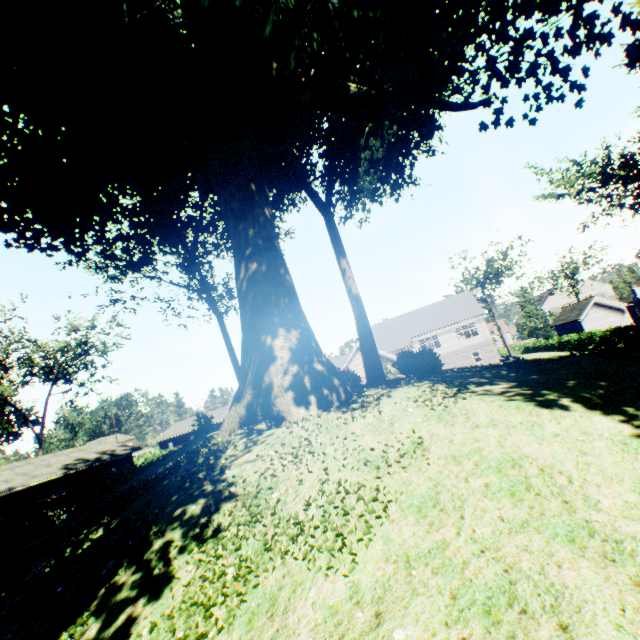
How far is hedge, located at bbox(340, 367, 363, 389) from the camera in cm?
1247

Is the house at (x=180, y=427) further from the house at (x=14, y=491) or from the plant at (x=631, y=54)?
the plant at (x=631, y=54)

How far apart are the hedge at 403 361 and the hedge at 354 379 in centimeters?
273cm

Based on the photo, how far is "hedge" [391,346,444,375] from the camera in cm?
1374

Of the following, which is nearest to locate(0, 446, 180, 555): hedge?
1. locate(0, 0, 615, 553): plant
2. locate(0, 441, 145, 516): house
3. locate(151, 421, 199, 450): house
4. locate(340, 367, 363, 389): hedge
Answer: locate(0, 0, 615, 553): plant

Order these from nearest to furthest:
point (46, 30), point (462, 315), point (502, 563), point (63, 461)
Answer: point (502, 563), point (46, 30), point (63, 461), point (462, 315)

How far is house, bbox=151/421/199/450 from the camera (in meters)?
56.09

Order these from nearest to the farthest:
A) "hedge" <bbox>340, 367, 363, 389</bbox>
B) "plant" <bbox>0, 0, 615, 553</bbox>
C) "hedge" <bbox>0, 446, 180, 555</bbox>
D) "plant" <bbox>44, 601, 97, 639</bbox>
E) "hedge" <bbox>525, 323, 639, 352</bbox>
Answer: "plant" <bbox>44, 601, 97, 639</bbox>, "plant" <bbox>0, 0, 615, 553</bbox>, "hedge" <bbox>340, 367, 363, 389</bbox>, "hedge" <bbox>0, 446, 180, 555</bbox>, "hedge" <bbox>525, 323, 639, 352</bbox>
